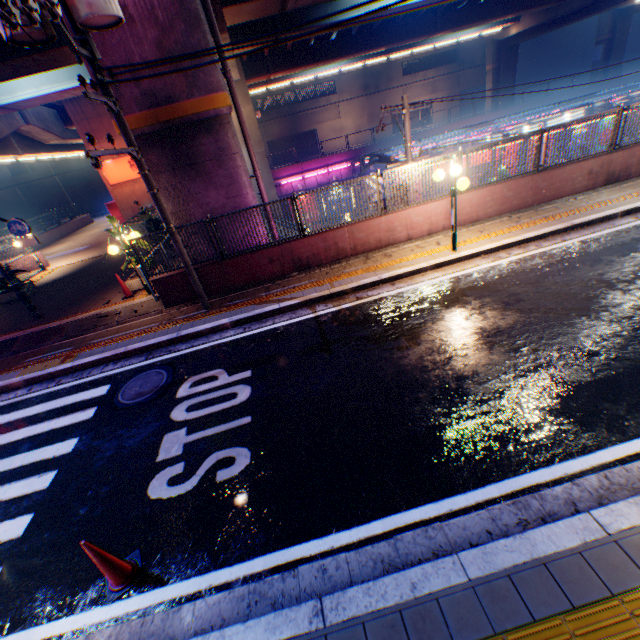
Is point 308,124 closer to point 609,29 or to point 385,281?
point 609,29

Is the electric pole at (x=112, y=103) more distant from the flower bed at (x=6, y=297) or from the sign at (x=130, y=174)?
the sign at (x=130, y=174)

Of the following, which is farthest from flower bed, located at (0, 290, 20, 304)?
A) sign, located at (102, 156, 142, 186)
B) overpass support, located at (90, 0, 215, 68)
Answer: sign, located at (102, 156, 142, 186)

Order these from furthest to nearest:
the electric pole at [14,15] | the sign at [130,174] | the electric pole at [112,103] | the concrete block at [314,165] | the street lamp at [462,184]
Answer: the concrete block at [314,165]
the sign at [130,174]
the street lamp at [462,184]
the electric pole at [112,103]
the electric pole at [14,15]

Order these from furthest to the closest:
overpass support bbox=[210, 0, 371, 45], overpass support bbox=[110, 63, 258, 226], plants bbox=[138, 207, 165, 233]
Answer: plants bbox=[138, 207, 165, 233]
overpass support bbox=[210, 0, 371, 45]
overpass support bbox=[110, 63, 258, 226]

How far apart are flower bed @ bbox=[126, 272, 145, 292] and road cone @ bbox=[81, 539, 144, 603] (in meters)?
9.21

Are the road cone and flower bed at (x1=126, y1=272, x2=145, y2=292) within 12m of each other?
yes

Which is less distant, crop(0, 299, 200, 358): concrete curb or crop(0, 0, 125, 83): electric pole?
crop(0, 0, 125, 83): electric pole
